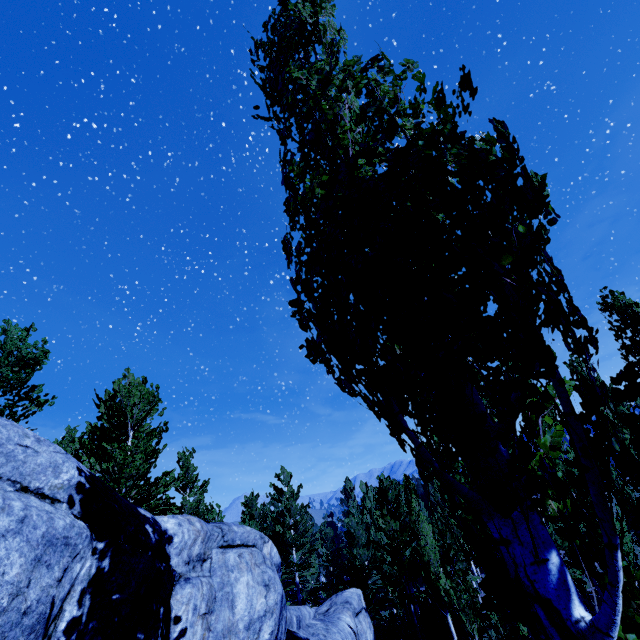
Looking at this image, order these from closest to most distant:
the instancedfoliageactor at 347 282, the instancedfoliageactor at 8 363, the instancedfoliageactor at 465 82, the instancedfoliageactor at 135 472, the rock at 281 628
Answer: the instancedfoliageactor at 347 282 < the instancedfoliageactor at 465 82 < the rock at 281 628 < the instancedfoliageactor at 135 472 < the instancedfoliageactor at 8 363

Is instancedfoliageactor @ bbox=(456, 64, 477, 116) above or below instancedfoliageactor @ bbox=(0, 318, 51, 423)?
below

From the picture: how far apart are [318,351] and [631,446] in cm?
2347

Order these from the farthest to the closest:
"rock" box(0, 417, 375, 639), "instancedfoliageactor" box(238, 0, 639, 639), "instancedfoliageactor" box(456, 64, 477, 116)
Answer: "rock" box(0, 417, 375, 639)
"instancedfoliageactor" box(456, 64, 477, 116)
"instancedfoliageactor" box(238, 0, 639, 639)

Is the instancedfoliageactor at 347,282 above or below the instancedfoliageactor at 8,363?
below

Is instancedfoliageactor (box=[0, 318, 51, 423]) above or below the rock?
above
